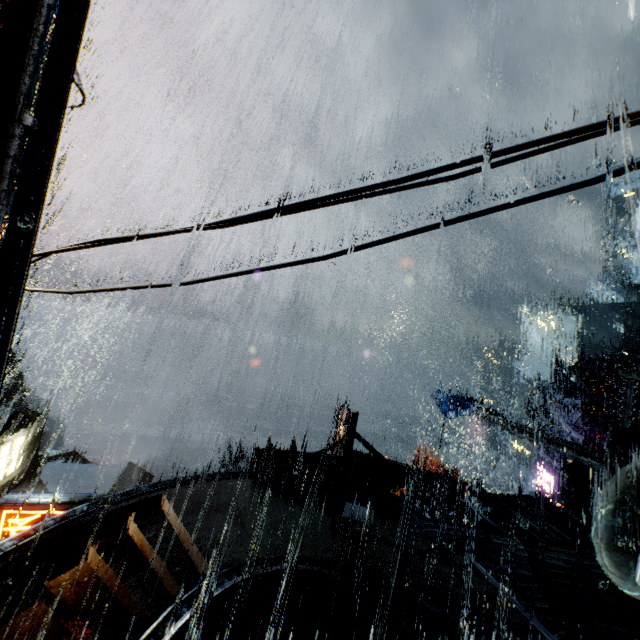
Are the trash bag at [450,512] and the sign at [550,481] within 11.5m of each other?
no

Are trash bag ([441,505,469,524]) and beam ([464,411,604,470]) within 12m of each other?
yes

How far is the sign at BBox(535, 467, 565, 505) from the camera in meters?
23.6

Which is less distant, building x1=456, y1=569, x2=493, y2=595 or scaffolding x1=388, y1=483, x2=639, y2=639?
scaffolding x1=388, y1=483, x2=639, y2=639

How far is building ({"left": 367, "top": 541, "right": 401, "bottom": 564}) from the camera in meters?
10.2 m

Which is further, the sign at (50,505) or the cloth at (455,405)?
the cloth at (455,405)

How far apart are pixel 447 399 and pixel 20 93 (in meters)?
31.83

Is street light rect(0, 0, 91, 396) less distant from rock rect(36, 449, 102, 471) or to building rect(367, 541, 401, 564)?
building rect(367, 541, 401, 564)
